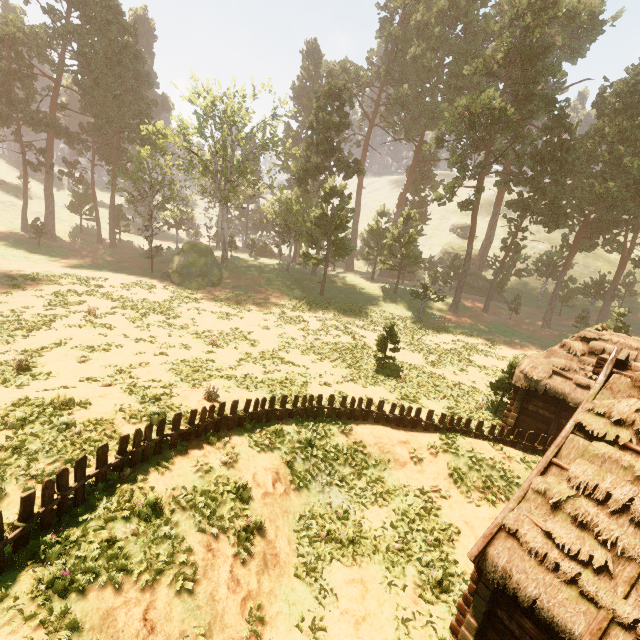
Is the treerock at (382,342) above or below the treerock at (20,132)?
below

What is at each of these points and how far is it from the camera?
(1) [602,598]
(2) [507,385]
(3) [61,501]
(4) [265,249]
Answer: (1) building, 5.96m
(2) treerock, 18.94m
(3) fence, 7.39m
(4) treerock, 59.47m

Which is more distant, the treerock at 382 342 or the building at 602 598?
the treerock at 382 342

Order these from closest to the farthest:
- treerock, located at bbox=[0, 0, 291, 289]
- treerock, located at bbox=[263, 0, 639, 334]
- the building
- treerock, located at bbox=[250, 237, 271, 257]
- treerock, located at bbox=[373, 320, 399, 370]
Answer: the building < treerock, located at bbox=[373, 320, 399, 370] < treerock, located at bbox=[263, 0, 639, 334] < treerock, located at bbox=[0, 0, 291, 289] < treerock, located at bbox=[250, 237, 271, 257]

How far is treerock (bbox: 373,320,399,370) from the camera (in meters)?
21.89

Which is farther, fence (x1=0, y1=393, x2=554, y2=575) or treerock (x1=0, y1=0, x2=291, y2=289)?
treerock (x1=0, y1=0, x2=291, y2=289)

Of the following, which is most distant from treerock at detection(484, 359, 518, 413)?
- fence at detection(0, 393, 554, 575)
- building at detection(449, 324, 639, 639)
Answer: fence at detection(0, 393, 554, 575)
